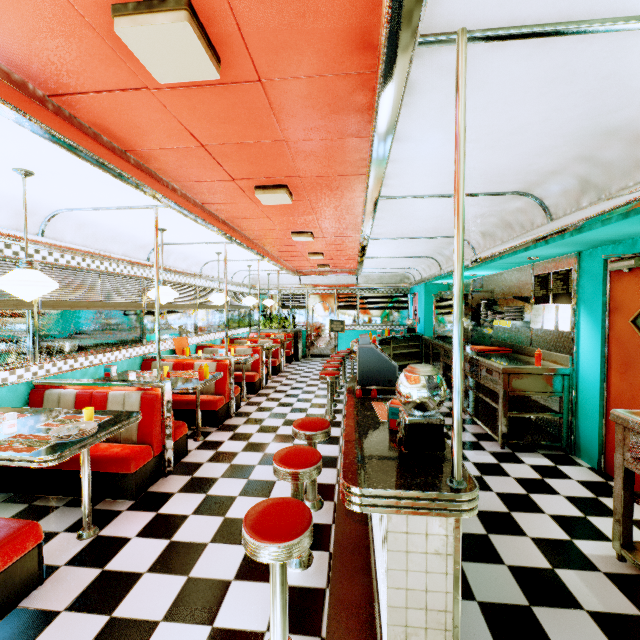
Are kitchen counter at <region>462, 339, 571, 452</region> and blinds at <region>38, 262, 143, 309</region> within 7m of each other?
yes

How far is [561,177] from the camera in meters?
2.8 m

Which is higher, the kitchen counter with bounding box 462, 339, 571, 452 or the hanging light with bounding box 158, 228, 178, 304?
the hanging light with bounding box 158, 228, 178, 304

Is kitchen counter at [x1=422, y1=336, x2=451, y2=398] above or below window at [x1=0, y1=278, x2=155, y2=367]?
below

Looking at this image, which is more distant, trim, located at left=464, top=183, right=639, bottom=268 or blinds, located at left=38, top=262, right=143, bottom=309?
blinds, located at left=38, top=262, right=143, bottom=309

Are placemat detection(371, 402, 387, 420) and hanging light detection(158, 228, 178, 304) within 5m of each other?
yes

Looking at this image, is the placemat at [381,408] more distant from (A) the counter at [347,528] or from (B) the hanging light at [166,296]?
(B) the hanging light at [166,296]

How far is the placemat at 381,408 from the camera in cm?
229
